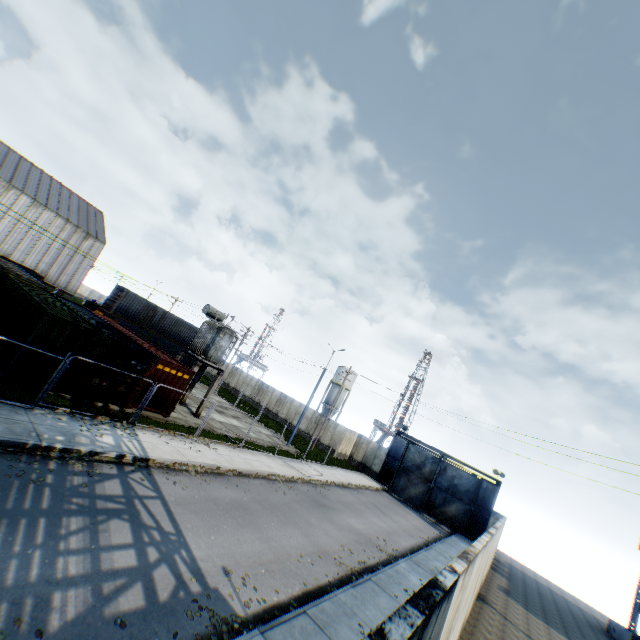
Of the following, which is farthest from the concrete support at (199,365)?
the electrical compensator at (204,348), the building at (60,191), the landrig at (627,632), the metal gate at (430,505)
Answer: the building at (60,191)

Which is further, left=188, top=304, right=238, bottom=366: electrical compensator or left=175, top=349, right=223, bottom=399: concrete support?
left=188, top=304, right=238, bottom=366: electrical compensator

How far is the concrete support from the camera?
21.31m

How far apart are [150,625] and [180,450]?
9.4m

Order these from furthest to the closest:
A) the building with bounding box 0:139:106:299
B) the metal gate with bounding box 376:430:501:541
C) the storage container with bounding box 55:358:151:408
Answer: the building with bounding box 0:139:106:299
the metal gate with bounding box 376:430:501:541
the storage container with bounding box 55:358:151:408

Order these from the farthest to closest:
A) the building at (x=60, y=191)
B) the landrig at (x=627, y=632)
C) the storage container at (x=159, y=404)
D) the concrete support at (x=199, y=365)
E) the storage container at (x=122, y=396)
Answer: the building at (x=60, y=191)
the landrig at (x=627, y=632)
the concrete support at (x=199, y=365)
the storage container at (x=159, y=404)
the storage container at (x=122, y=396)

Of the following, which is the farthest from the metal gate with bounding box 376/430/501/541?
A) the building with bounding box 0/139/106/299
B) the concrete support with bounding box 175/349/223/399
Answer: the building with bounding box 0/139/106/299

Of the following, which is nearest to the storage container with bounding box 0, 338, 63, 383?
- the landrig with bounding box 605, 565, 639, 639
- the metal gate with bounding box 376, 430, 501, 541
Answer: the metal gate with bounding box 376, 430, 501, 541
